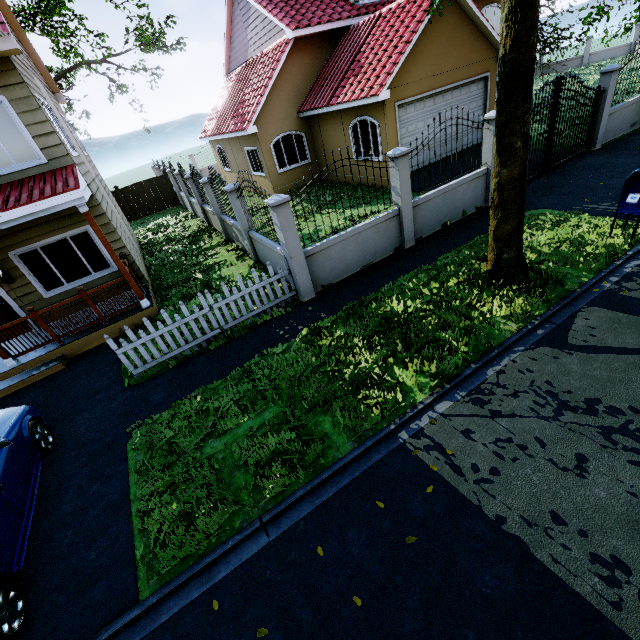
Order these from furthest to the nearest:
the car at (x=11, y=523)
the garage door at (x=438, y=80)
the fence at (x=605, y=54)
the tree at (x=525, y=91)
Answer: the fence at (x=605, y=54), the garage door at (x=438, y=80), the tree at (x=525, y=91), the car at (x=11, y=523)

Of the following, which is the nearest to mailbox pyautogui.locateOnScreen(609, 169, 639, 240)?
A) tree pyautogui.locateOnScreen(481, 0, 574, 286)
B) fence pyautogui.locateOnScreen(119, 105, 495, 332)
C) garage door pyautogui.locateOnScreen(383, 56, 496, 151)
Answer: tree pyautogui.locateOnScreen(481, 0, 574, 286)

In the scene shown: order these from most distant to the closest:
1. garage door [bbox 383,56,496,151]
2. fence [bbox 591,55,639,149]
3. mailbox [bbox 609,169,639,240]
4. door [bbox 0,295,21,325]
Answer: garage door [bbox 383,56,496,151]
fence [bbox 591,55,639,149]
door [bbox 0,295,21,325]
mailbox [bbox 609,169,639,240]

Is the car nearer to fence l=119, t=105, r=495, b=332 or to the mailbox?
fence l=119, t=105, r=495, b=332

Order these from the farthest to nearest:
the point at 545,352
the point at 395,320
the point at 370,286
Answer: the point at 370,286, the point at 395,320, the point at 545,352

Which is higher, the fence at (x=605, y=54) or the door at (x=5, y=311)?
the door at (x=5, y=311)

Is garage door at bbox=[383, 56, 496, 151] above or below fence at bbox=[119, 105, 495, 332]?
above

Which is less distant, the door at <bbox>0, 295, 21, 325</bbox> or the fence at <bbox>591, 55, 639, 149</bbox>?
the door at <bbox>0, 295, 21, 325</bbox>
